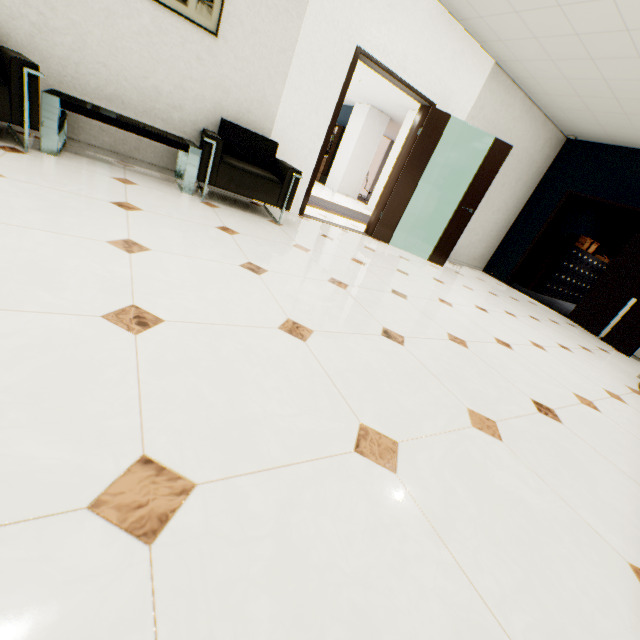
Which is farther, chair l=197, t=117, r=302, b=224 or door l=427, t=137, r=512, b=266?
door l=427, t=137, r=512, b=266

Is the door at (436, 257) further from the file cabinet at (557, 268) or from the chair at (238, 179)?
the file cabinet at (557, 268)

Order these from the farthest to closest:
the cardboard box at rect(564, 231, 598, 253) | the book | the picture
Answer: the book → the cardboard box at rect(564, 231, 598, 253) → the picture

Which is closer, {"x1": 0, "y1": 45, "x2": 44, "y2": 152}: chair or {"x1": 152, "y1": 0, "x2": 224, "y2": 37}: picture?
{"x1": 0, "y1": 45, "x2": 44, "y2": 152}: chair

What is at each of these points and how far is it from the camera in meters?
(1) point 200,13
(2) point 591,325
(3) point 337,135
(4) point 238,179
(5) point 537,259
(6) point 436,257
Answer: (1) picture, 3.1
(2) door, 5.7
(3) book, 12.5
(4) chair, 3.3
(5) cardboard box, 7.9
(6) door, 5.7

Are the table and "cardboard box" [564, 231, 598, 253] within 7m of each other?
no

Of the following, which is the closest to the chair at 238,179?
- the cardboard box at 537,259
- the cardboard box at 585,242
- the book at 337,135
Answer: the cardboard box at 537,259

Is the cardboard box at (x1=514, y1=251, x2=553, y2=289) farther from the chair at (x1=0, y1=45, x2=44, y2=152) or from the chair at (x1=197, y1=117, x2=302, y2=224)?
the chair at (x1=0, y1=45, x2=44, y2=152)
